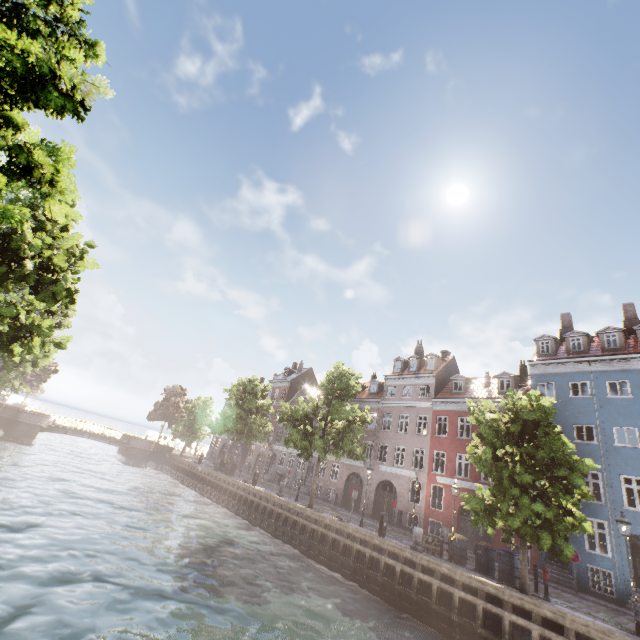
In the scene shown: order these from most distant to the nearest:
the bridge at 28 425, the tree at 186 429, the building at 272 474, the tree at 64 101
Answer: the building at 272 474
the bridge at 28 425
the tree at 186 429
the tree at 64 101

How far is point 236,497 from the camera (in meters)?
29.22

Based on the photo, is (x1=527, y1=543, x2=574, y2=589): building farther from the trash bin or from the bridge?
the bridge

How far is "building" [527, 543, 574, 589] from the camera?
18.36m

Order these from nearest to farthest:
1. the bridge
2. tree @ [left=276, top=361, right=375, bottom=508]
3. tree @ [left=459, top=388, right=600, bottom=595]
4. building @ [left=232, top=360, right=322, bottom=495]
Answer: tree @ [left=459, top=388, right=600, bottom=595]
tree @ [left=276, top=361, right=375, bottom=508]
the bridge
building @ [left=232, top=360, right=322, bottom=495]

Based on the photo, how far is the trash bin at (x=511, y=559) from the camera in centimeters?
1514cm

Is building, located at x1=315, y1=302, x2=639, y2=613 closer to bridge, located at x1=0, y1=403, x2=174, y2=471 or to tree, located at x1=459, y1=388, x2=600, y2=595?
tree, located at x1=459, y1=388, x2=600, y2=595
